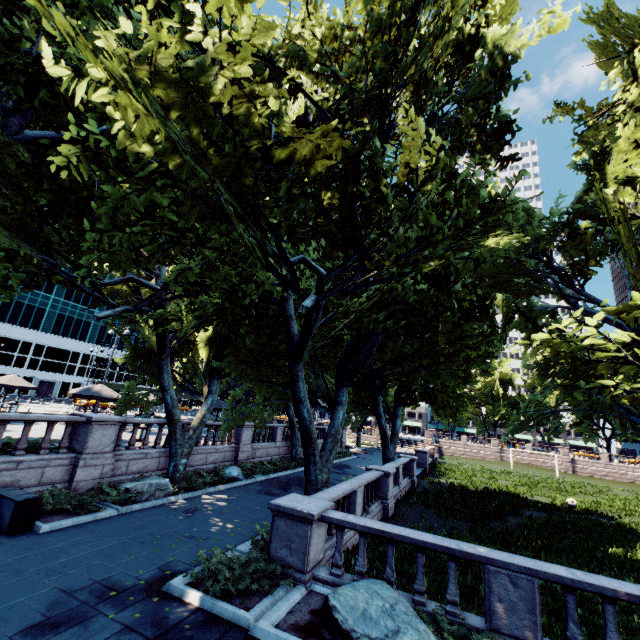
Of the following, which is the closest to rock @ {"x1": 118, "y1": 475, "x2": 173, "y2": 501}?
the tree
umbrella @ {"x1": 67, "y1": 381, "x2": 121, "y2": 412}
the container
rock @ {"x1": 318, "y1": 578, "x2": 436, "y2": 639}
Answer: the tree

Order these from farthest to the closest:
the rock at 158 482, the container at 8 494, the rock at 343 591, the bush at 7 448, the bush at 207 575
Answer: the rock at 158 482 → the bush at 7 448 → the container at 8 494 → the bush at 207 575 → the rock at 343 591

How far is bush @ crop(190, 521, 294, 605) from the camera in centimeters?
714cm

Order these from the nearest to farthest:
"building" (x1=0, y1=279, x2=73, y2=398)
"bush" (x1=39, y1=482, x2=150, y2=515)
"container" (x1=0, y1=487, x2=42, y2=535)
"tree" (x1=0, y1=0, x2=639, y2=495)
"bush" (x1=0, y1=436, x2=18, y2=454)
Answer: "tree" (x1=0, y1=0, x2=639, y2=495), "container" (x1=0, y1=487, x2=42, y2=535), "bush" (x1=39, y1=482, x2=150, y2=515), "bush" (x1=0, y1=436, x2=18, y2=454), "building" (x1=0, y1=279, x2=73, y2=398)

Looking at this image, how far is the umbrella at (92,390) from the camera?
17.30m

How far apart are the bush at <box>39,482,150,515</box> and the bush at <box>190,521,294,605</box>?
5.34m

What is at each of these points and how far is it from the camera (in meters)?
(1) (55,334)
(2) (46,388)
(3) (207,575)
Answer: (1) building, 58.56
(2) door, 57.25
(3) bush, 7.58

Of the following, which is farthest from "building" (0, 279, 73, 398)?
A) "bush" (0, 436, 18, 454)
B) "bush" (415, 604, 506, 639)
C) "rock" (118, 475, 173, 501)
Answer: "bush" (415, 604, 506, 639)
